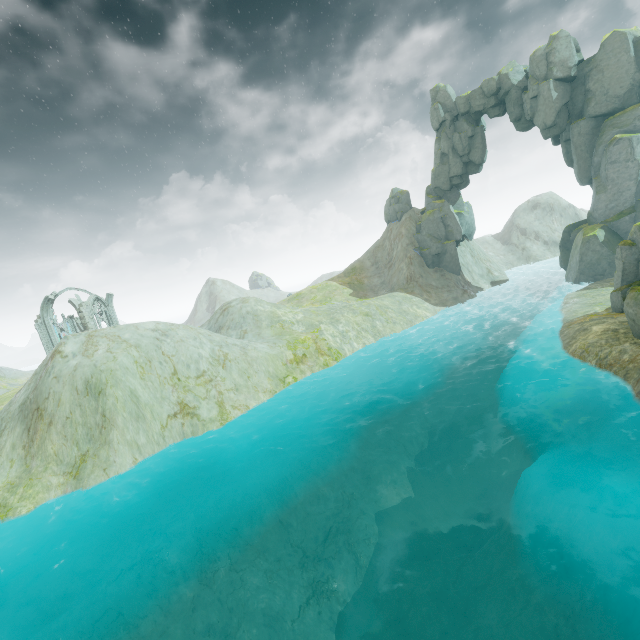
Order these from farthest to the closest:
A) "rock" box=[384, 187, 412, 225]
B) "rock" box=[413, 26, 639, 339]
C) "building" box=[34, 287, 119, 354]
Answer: "rock" box=[384, 187, 412, 225]
"building" box=[34, 287, 119, 354]
"rock" box=[413, 26, 639, 339]

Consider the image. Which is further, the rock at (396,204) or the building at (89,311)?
the rock at (396,204)

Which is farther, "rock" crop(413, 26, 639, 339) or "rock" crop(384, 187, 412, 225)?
"rock" crop(384, 187, 412, 225)

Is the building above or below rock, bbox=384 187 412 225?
below

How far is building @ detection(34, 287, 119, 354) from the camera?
43.66m

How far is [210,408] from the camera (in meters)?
23.48

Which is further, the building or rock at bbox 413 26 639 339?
the building
